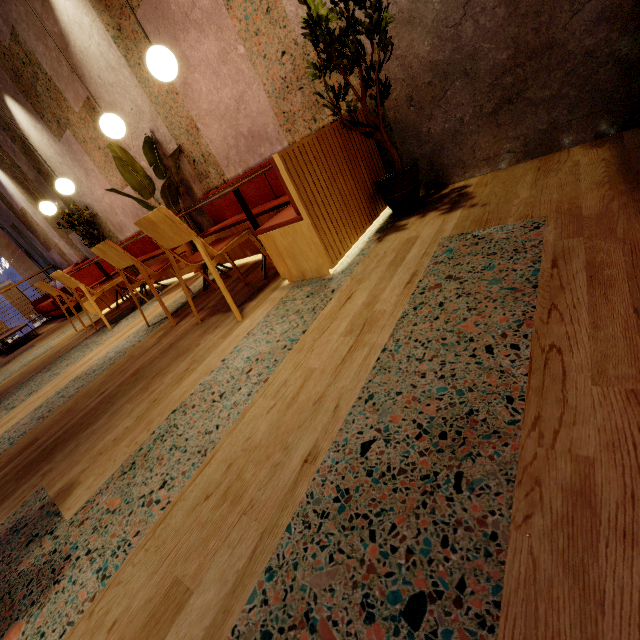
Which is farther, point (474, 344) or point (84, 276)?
point (84, 276)

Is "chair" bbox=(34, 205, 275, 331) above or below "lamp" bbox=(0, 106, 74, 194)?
below

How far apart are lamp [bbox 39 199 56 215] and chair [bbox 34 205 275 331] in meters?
2.6 m

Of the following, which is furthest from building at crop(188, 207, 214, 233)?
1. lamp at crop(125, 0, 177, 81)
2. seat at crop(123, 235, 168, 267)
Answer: lamp at crop(125, 0, 177, 81)

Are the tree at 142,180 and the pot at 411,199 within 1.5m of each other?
no

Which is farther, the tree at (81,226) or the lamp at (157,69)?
the tree at (81,226)

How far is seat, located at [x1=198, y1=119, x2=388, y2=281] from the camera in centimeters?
197cm

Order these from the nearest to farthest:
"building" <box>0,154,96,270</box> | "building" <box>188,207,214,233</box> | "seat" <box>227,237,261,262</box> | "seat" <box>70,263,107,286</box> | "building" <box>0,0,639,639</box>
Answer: "building" <box>0,0,639,639</box> < "seat" <box>227,237,261,262</box> < "building" <box>188,207,214,233</box> < "seat" <box>70,263,107,286</box> < "building" <box>0,154,96,270</box>
